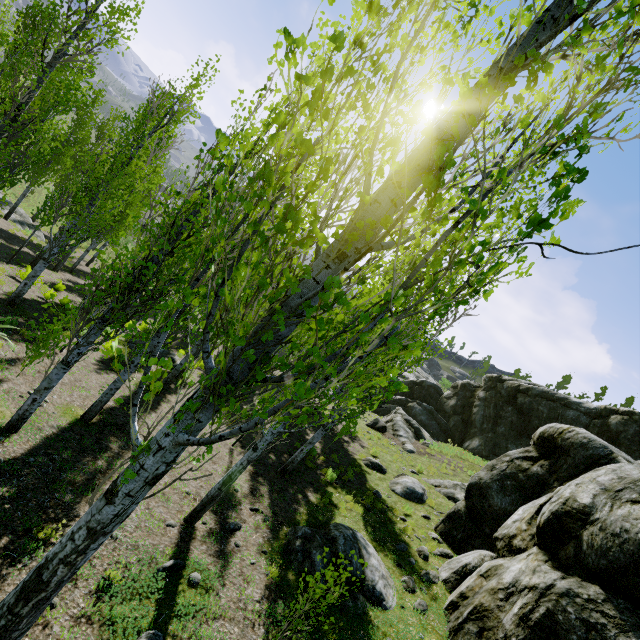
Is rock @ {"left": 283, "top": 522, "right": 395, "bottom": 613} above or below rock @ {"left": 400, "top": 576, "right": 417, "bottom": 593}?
below

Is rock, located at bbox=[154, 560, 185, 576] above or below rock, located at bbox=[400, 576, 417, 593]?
below

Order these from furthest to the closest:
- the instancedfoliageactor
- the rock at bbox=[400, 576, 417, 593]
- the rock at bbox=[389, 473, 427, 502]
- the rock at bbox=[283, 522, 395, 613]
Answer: the rock at bbox=[389, 473, 427, 502] < the rock at bbox=[400, 576, 417, 593] < the rock at bbox=[283, 522, 395, 613] < the instancedfoliageactor

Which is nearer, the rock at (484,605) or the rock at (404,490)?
the rock at (484,605)

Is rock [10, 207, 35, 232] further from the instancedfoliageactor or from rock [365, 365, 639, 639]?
rock [365, 365, 639, 639]

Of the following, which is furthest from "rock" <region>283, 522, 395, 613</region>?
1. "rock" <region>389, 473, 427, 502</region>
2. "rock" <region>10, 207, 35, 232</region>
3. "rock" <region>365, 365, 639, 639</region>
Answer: "rock" <region>10, 207, 35, 232</region>

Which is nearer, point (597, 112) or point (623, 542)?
point (597, 112)

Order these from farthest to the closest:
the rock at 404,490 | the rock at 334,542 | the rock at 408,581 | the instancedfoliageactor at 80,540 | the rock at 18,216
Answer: the rock at 18,216 < the rock at 404,490 < the rock at 408,581 < the rock at 334,542 < the instancedfoliageactor at 80,540
